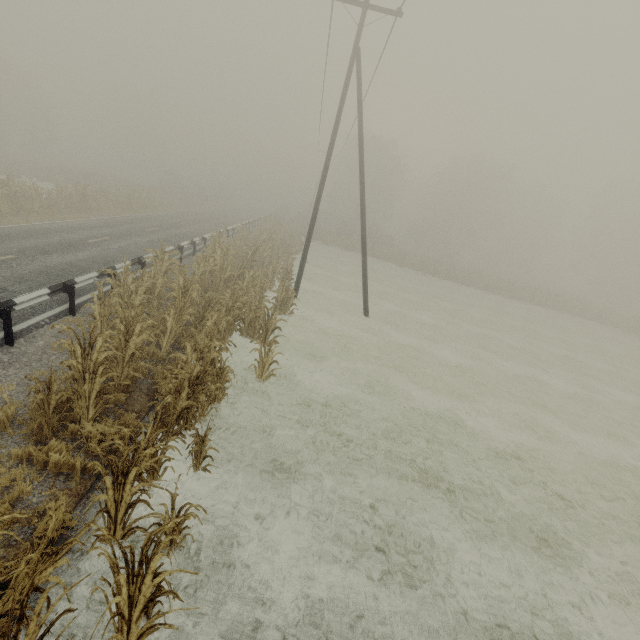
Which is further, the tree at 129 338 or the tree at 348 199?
the tree at 348 199

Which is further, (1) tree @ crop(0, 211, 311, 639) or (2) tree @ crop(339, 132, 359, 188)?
(2) tree @ crop(339, 132, 359, 188)

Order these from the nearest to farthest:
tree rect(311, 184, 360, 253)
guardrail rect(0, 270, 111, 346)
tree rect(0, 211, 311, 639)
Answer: tree rect(0, 211, 311, 639) < guardrail rect(0, 270, 111, 346) < tree rect(311, 184, 360, 253)

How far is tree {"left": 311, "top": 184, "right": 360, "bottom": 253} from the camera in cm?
4016

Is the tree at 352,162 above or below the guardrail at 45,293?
above

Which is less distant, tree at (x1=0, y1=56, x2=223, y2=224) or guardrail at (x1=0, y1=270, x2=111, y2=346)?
guardrail at (x1=0, y1=270, x2=111, y2=346)

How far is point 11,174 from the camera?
19.0m
